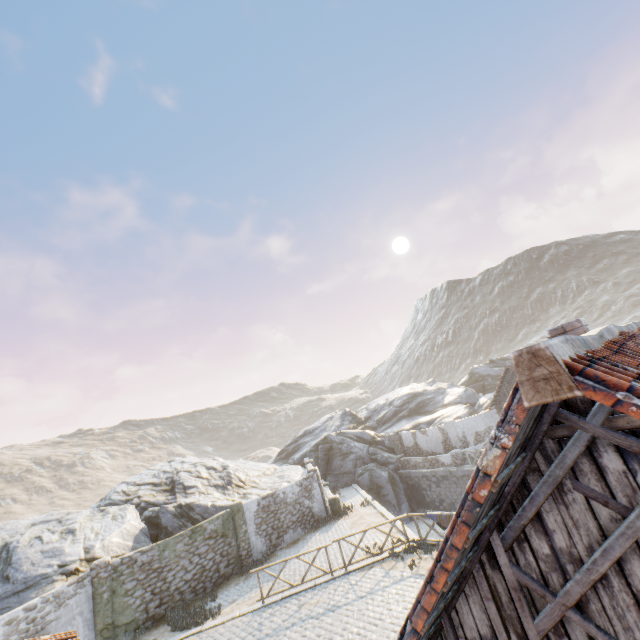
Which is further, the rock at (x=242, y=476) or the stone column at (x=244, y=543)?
the stone column at (x=244, y=543)

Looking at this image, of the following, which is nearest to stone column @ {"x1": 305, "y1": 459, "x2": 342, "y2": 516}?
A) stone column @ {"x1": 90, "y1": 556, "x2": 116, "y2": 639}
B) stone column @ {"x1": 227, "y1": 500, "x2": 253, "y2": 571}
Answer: stone column @ {"x1": 227, "y1": 500, "x2": 253, "y2": 571}

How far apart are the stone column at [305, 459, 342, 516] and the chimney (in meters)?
19.20

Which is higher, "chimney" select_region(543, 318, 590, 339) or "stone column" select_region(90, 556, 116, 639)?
"chimney" select_region(543, 318, 590, 339)

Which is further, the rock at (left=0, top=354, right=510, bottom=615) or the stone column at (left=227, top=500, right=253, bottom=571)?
the stone column at (left=227, top=500, right=253, bottom=571)

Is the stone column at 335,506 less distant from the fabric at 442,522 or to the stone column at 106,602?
the fabric at 442,522

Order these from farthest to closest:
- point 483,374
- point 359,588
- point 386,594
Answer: point 483,374 < point 359,588 < point 386,594

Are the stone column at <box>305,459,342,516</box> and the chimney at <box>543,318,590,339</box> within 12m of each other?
no
